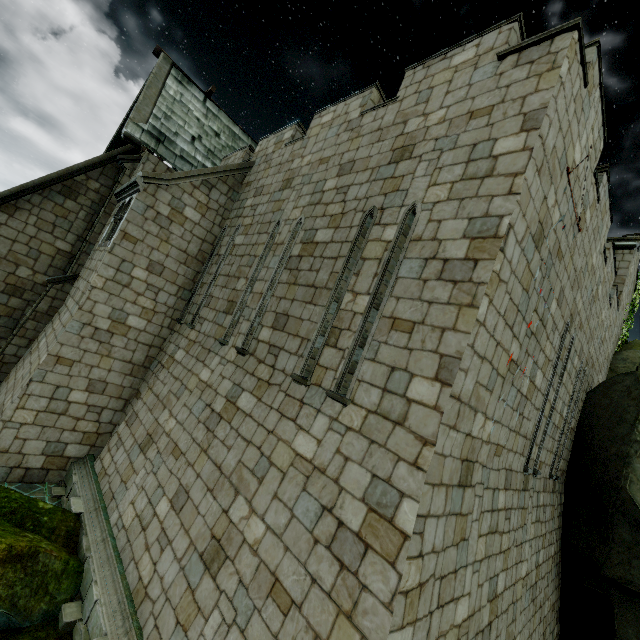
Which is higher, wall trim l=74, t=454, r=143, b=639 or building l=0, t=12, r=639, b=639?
building l=0, t=12, r=639, b=639

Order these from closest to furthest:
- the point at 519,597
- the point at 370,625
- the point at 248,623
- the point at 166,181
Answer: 1. the point at 370,625
2. the point at 248,623
3. the point at 519,597
4. the point at 166,181

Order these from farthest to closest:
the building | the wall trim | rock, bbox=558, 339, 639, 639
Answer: rock, bbox=558, 339, 639, 639
the wall trim
the building

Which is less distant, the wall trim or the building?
the building

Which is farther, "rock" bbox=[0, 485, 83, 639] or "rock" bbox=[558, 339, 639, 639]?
"rock" bbox=[558, 339, 639, 639]

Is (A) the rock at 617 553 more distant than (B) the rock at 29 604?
Yes

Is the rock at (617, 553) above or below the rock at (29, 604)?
above

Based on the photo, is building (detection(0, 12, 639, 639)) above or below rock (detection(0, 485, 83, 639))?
above
